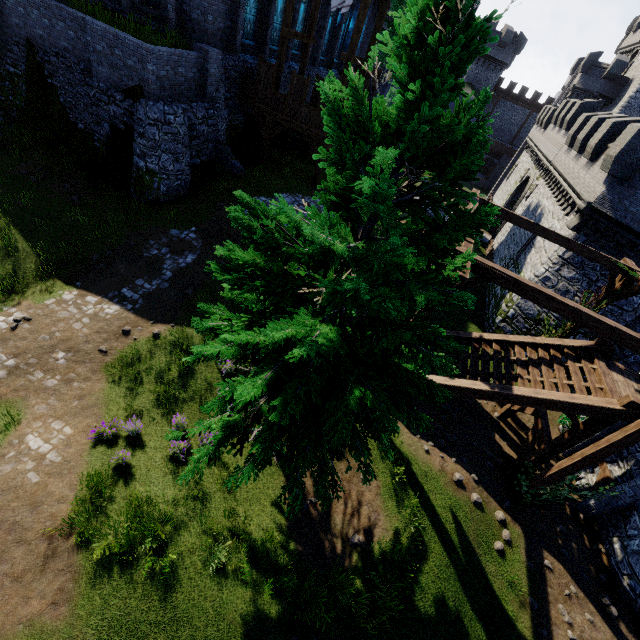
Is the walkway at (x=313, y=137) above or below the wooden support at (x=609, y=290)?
below

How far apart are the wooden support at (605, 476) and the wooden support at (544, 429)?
2.8 meters

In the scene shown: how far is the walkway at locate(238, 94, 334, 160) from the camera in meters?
18.7

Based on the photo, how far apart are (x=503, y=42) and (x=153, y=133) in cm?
5272

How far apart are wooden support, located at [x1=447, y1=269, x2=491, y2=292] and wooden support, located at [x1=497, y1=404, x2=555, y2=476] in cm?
699

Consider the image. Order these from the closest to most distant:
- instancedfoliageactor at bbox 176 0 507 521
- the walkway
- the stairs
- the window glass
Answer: instancedfoliageactor at bbox 176 0 507 521 → the stairs → the window glass → the walkway

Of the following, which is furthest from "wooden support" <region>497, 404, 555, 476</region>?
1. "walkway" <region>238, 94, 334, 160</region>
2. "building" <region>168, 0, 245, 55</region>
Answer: "building" <region>168, 0, 245, 55</region>

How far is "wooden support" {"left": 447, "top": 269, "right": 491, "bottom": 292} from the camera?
6.74m
